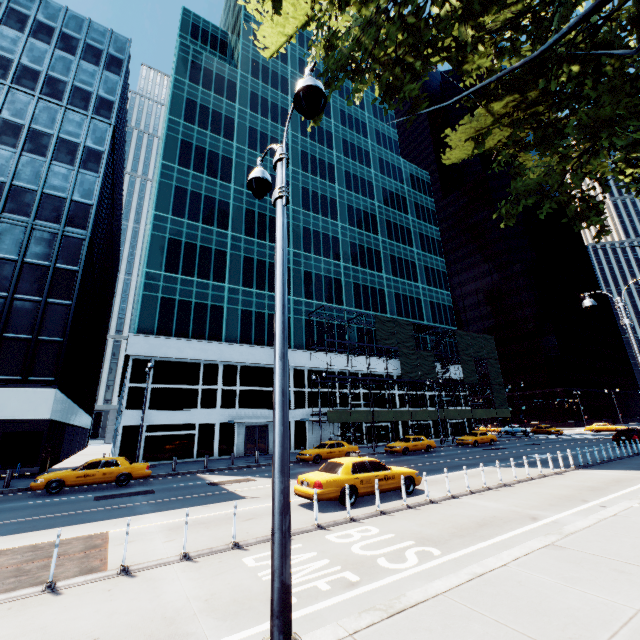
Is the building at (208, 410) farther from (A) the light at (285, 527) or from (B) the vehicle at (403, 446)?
(A) the light at (285, 527)

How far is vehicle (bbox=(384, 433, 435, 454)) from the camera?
28.1 meters

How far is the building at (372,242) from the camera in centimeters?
3853cm

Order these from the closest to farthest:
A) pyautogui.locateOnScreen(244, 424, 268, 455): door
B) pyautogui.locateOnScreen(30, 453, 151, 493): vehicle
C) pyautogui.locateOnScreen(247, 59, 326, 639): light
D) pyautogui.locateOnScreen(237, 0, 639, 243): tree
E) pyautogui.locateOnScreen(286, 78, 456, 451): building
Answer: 1. pyautogui.locateOnScreen(247, 59, 326, 639): light
2. pyautogui.locateOnScreen(237, 0, 639, 243): tree
3. pyautogui.locateOnScreen(30, 453, 151, 493): vehicle
4. pyautogui.locateOnScreen(244, 424, 268, 455): door
5. pyautogui.locateOnScreen(286, 78, 456, 451): building

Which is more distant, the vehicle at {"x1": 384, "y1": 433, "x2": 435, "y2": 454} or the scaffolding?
the scaffolding

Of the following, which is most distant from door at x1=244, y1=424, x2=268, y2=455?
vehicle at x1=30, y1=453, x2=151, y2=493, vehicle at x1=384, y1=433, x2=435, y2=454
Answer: vehicle at x1=30, y1=453, x2=151, y2=493

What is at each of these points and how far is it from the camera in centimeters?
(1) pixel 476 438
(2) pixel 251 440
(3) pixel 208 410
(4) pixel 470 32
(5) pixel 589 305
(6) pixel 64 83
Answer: (1) vehicle, 3400cm
(2) door, 3195cm
(3) building, 3062cm
(4) tree, 701cm
(5) light, 1316cm
(6) building, 3128cm

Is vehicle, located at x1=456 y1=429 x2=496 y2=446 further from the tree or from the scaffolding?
the tree
